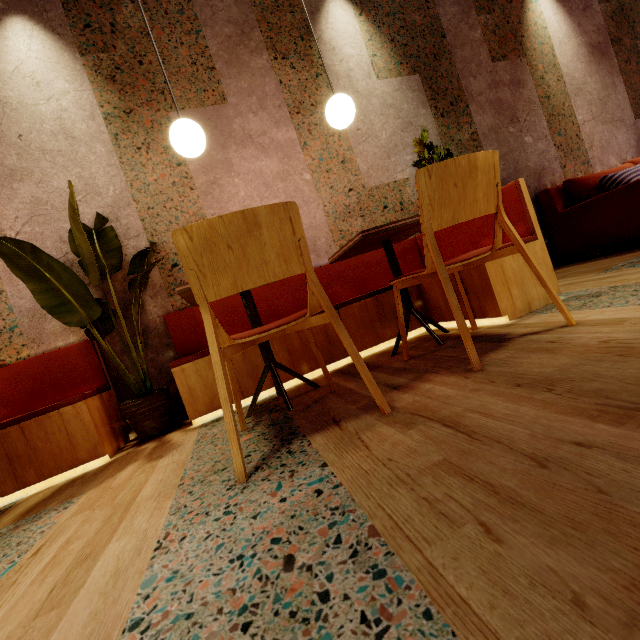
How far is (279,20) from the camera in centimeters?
296cm

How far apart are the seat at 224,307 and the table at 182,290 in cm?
17

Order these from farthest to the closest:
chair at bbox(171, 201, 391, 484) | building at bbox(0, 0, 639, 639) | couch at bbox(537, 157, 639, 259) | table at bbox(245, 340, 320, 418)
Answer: couch at bbox(537, 157, 639, 259) < table at bbox(245, 340, 320, 418) < chair at bbox(171, 201, 391, 484) < building at bbox(0, 0, 639, 639)

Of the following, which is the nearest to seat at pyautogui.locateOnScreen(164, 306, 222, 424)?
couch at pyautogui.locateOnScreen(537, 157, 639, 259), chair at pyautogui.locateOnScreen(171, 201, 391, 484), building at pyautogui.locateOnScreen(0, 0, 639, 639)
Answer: building at pyautogui.locateOnScreen(0, 0, 639, 639)

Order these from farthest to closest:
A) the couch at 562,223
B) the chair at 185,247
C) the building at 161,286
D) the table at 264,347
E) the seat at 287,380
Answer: the couch at 562,223 < the seat at 287,380 < the table at 264,347 < the chair at 185,247 < the building at 161,286

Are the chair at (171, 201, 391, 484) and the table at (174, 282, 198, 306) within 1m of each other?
yes

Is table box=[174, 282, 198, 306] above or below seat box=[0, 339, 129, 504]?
above

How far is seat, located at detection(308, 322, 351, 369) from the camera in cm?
233
